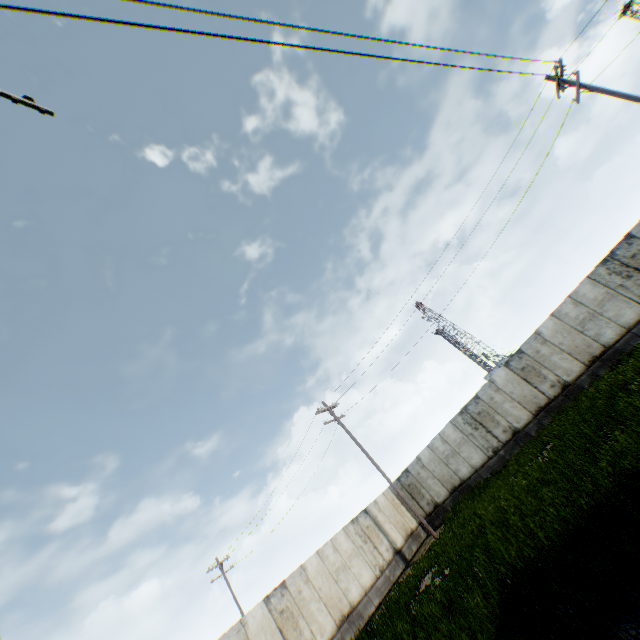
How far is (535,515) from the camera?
8.0 meters
